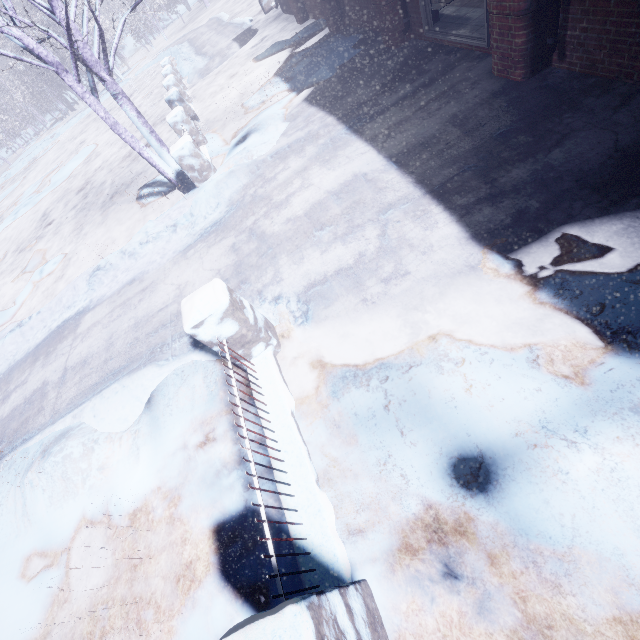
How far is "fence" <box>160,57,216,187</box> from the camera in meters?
5.8 m

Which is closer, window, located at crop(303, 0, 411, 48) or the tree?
the tree

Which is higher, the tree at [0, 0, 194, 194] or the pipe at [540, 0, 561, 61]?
the tree at [0, 0, 194, 194]

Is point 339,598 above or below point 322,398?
above

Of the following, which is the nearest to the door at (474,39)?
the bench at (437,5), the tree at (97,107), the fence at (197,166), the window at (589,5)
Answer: the bench at (437,5)

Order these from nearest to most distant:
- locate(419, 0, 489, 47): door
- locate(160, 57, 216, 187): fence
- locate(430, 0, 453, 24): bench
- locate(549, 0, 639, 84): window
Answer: locate(549, 0, 639, 84): window, locate(419, 0, 489, 47): door, locate(430, 0, 453, 24): bench, locate(160, 57, 216, 187): fence

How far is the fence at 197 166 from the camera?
5.79m

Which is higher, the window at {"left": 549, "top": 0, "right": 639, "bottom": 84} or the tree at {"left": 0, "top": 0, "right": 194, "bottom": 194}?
the tree at {"left": 0, "top": 0, "right": 194, "bottom": 194}
